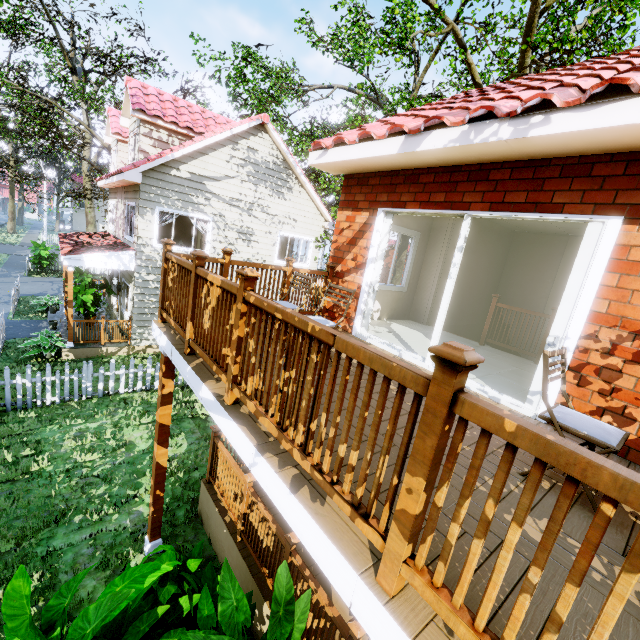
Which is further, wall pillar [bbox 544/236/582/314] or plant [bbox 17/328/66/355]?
plant [bbox 17/328/66/355]

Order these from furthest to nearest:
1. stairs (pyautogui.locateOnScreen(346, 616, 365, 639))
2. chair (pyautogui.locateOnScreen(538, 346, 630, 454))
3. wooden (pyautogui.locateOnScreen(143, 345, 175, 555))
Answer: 1. wooden (pyautogui.locateOnScreen(143, 345, 175, 555))
2. stairs (pyautogui.locateOnScreen(346, 616, 365, 639))
3. chair (pyautogui.locateOnScreen(538, 346, 630, 454))

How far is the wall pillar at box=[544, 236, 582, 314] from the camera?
8.24m

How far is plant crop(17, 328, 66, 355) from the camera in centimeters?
1013cm

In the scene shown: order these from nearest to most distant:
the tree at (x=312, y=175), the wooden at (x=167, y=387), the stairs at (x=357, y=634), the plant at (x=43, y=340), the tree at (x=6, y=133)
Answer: the stairs at (x=357, y=634)
the wooden at (x=167, y=387)
the plant at (x=43, y=340)
the tree at (x=312, y=175)
the tree at (x=6, y=133)

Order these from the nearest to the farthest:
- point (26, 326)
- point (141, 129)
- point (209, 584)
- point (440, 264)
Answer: point (209, 584) → point (440, 264) → point (141, 129) → point (26, 326)

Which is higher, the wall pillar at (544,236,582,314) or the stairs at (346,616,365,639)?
the wall pillar at (544,236,582,314)

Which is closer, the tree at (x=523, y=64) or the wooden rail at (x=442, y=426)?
the wooden rail at (x=442, y=426)
